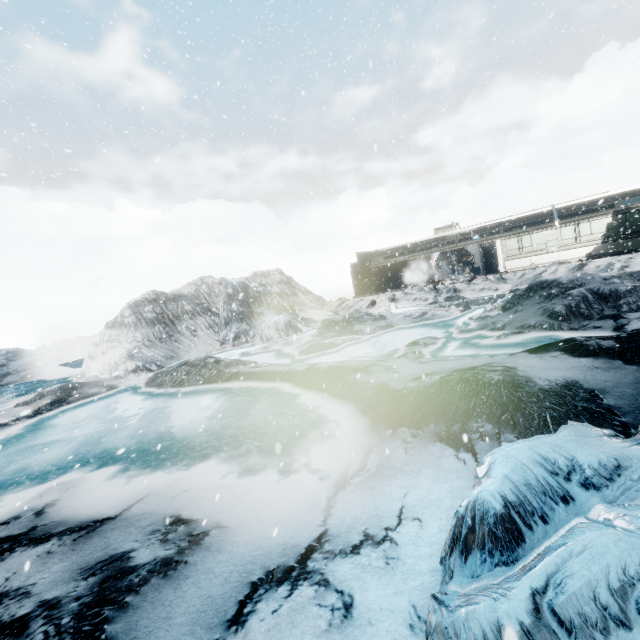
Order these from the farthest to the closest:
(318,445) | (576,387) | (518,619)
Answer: (318,445)
(576,387)
(518,619)
